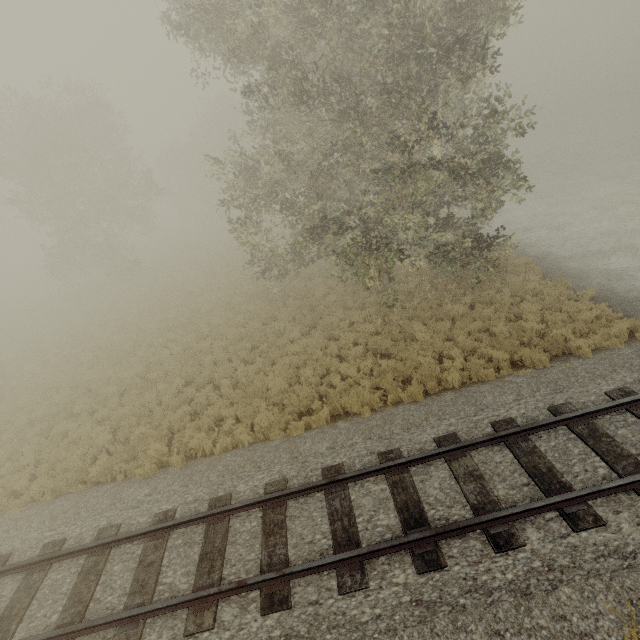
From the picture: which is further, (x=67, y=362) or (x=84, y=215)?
(x=84, y=215)
